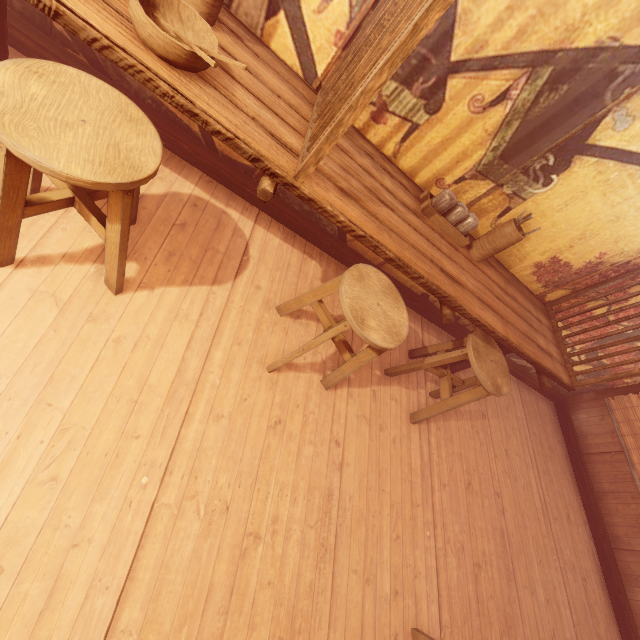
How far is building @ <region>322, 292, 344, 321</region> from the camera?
4.6m

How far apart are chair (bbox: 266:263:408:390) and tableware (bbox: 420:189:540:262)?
1.1 meters

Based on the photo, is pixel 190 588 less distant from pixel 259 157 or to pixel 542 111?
pixel 259 157

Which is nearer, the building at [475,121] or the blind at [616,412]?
the building at [475,121]

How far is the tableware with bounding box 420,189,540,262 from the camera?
3.74m

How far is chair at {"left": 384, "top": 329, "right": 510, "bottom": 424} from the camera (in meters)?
3.95

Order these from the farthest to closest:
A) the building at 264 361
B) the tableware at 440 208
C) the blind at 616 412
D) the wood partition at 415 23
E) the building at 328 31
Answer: the blind at 616 412
the tableware at 440 208
the building at 328 31
the building at 264 361
the wood partition at 415 23

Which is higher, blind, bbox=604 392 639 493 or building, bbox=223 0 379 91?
building, bbox=223 0 379 91
